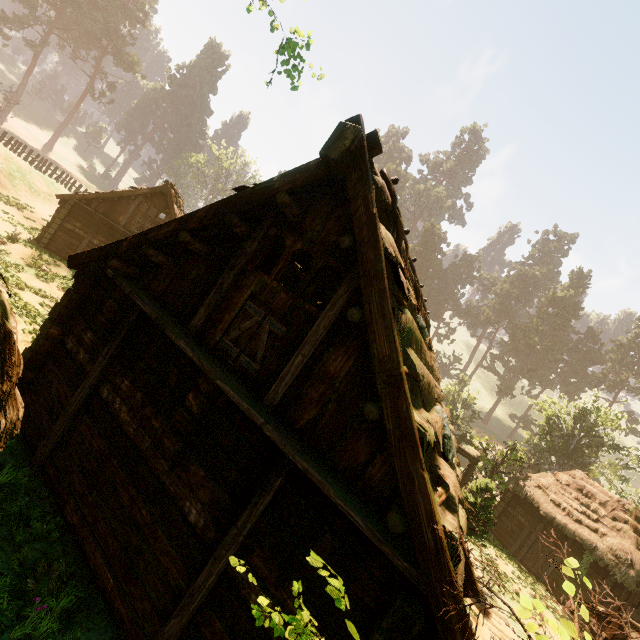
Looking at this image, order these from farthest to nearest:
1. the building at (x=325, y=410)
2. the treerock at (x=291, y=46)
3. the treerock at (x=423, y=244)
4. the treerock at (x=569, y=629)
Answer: the treerock at (x=423, y=244), the treerock at (x=291, y=46), the building at (x=325, y=410), the treerock at (x=569, y=629)

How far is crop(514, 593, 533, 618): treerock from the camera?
2.0m

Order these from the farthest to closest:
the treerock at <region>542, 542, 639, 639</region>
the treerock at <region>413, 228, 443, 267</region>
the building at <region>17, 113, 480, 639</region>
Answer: the treerock at <region>413, 228, 443, 267</region>
the building at <region>17, 113, 480, 639</region>
the treerock at <region>542, 542, 639, 639</region>

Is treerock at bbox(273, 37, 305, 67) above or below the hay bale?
above

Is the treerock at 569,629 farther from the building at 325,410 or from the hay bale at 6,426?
the hay bale at 6,426

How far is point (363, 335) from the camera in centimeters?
460cm

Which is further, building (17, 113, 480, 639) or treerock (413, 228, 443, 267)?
treerock (413, 228, 443, 267)
